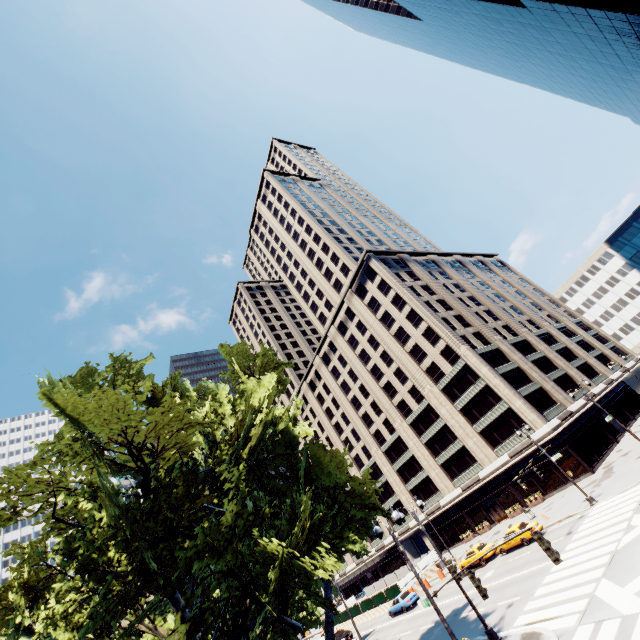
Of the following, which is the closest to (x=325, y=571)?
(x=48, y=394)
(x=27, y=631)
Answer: (x=48, y=394)

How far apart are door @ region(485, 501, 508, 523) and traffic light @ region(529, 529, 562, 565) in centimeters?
4362cm

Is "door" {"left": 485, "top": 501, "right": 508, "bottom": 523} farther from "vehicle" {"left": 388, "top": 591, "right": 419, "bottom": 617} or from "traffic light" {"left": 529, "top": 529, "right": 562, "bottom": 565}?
"traffic light" {"left": 529, "top": 529, "right": 562, "bottom": 565}

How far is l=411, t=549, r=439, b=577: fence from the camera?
42.25m

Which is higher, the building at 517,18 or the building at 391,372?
the building at 517,18

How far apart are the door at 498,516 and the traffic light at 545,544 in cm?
4362

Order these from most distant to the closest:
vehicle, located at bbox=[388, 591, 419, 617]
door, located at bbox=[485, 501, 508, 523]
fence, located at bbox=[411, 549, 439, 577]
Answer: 1. door, located at bbox=[485, 501, 508, 523]
2. fence, located at bbox=[411, 549, 439, 577]
3. vehicle, located at bbox=[388, 591, 419, 617]

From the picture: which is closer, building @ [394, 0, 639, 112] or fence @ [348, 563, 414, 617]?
building @ [394, 0, 639, 112]
